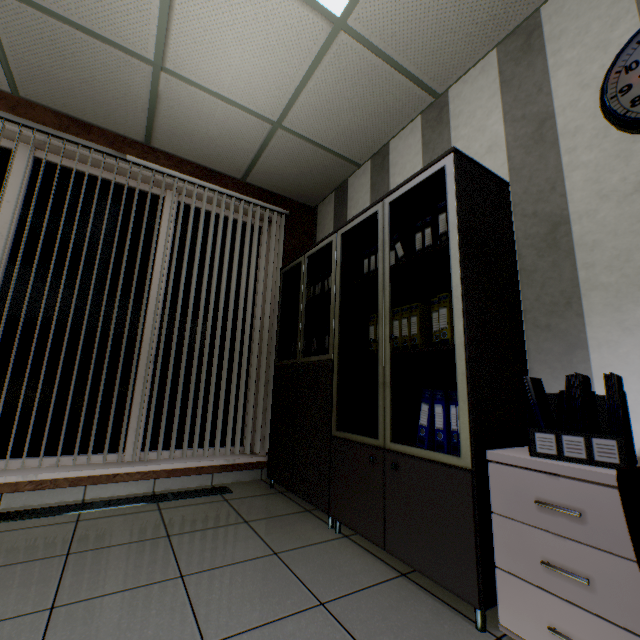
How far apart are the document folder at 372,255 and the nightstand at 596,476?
1.1m

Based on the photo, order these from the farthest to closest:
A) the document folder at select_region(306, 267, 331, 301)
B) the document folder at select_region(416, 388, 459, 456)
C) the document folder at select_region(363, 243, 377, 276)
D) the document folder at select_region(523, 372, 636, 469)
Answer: the document folder at select_region(306, 267, 331, 301), the document folder at select_region(363, 243, 377, 276), the document folder at select_region(416, 388, 459, 456), the document folder at select_region(523, 372, 636, 469)

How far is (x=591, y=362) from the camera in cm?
153

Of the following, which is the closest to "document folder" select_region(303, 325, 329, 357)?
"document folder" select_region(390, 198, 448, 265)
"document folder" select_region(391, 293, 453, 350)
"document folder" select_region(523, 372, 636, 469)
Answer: "document folder" select_region(390, 198, 448, 265)

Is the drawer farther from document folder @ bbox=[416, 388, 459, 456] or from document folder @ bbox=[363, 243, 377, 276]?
document folder @ bbox=[363, 243, 377, 276]

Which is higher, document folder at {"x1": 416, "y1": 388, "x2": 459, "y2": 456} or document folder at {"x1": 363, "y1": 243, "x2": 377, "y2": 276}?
document folder at {"x1": 363, "y1": 243, "x2": 377, "y2": 276}

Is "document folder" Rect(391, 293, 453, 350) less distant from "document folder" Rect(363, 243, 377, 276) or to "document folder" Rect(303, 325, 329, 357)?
"document folder" Rect(363, 243, 377, 276)

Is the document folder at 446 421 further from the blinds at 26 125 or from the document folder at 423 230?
the blinds at 26 125
